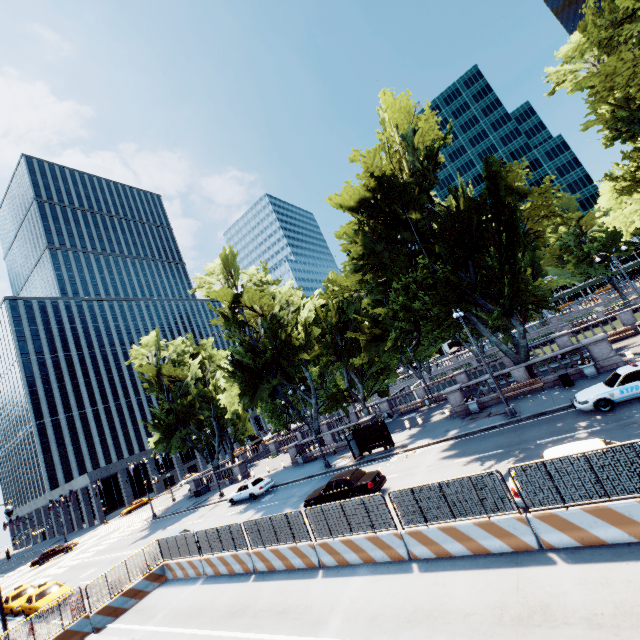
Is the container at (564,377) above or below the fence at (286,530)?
below

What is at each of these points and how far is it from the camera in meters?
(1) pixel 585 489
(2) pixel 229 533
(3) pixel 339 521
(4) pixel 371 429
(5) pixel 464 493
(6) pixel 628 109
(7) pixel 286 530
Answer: (1) fence, 8.4 m
(2) fence, 15.9 m
(3) fence, 12.4 m
(4) bus stop, 26.1 m
(5) fence, 9.9 m
(6) tree, 25.9 m
(7) fence, 13.9 m

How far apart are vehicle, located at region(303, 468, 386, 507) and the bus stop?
5.4 meters

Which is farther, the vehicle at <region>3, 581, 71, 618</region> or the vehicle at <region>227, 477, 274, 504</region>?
the vehicle at <region>227, 477, 274, 504</region>

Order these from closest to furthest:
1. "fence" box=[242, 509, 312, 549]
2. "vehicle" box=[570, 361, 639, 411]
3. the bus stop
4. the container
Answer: "fence" box=[242, 509, 312, 549], "vehicle" box=[570, 361, 639, 411], the container, the bus stop

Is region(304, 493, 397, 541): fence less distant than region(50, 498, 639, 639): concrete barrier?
No

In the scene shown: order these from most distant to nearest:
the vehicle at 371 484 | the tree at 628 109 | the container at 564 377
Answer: the tree at 628 109 < the container at 564 377 < the vehicle at 371 484

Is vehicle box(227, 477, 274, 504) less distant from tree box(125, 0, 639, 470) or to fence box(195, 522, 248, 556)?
tree box(125, 0, 639, 470)
